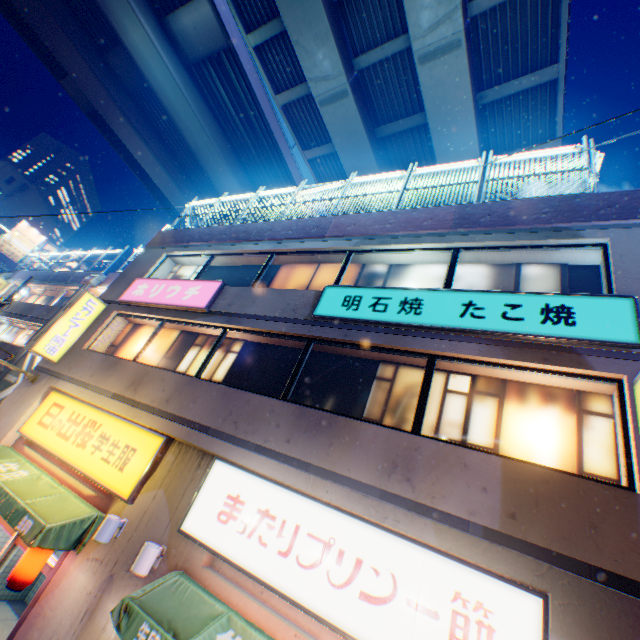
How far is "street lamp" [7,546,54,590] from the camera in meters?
6.1 m

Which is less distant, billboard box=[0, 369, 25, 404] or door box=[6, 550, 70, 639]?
door box=[6, 550, 70, 639]

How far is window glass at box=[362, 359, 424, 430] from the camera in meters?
6.1

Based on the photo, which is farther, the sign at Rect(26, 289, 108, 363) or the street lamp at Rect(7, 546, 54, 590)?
the sign at Rect(26, 289, 108, 363)

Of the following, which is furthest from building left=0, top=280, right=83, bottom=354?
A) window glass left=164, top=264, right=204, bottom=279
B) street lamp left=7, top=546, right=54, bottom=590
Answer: street lamp left=7, top=546, right=54, bottom=590

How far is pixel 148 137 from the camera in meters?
26.2 m

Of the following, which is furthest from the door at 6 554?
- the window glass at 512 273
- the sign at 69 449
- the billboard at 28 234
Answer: the billboard at 28 234

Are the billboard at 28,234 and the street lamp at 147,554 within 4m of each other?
no
